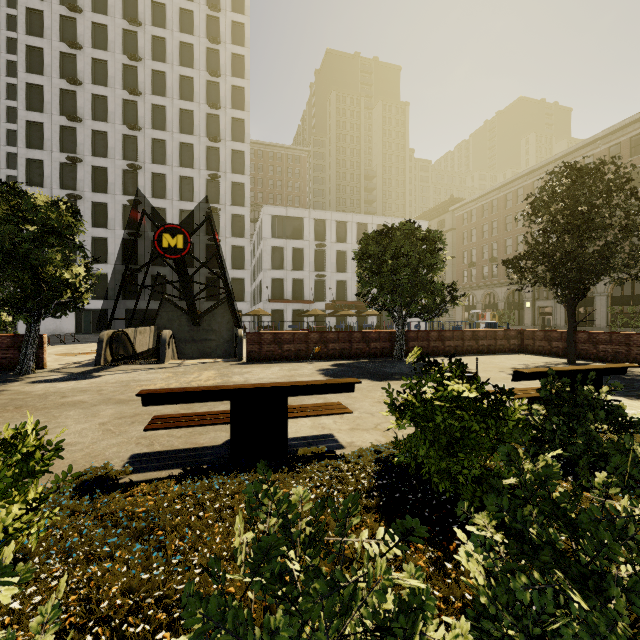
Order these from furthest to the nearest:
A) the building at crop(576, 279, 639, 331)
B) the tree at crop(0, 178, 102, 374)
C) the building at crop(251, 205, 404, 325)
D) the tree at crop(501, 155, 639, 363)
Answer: the building at crop(251, 205, 404, 325) < the building at crop(576, 279, 639, 331) < the tree at crop(501, 155, 639, 363) < the tree at crop(0, 178, 102, 374)

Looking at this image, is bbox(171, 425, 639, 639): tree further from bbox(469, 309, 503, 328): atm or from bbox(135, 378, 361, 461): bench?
bbox(469, 309, 503, 328): atm

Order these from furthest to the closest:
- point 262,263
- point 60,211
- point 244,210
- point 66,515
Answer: point 262,263
point 244,210
point 60,211
point 66,515

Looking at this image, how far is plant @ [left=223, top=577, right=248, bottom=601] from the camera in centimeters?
187cm

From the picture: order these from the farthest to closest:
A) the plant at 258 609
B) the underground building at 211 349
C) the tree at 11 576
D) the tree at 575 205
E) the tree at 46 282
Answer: the underground building at 211 349, the tree at 575 205, the tree at 46 282, the plant at 258 609, the tree at 11 576

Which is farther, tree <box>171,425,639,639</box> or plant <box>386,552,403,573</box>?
plant <box>386,552,403,573</box>

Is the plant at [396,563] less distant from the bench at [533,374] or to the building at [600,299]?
the bench at [533,374]
